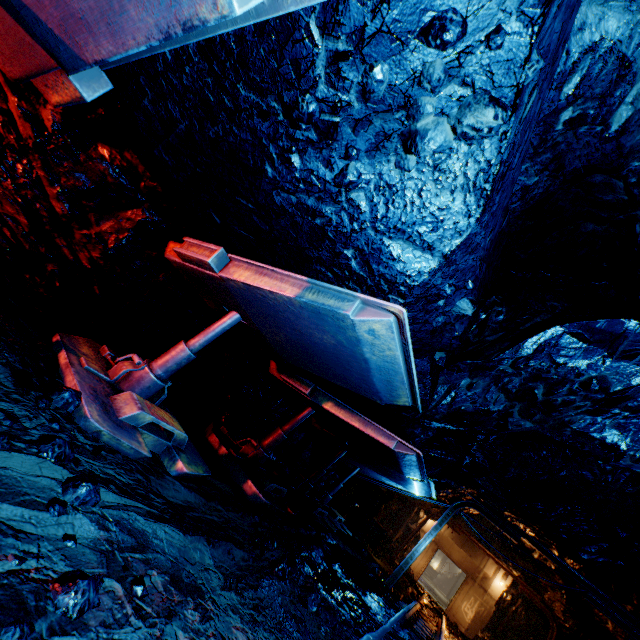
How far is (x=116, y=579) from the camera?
1.7m

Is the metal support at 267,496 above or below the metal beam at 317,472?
below

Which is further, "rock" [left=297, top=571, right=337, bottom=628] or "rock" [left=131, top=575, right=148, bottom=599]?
"rock" [left=297, top=571, right=337, bottom=628]

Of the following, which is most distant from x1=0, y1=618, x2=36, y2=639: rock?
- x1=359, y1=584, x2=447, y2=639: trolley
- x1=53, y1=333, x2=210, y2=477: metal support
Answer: x1=53, y1=333, x2=210, y2=477: metal support

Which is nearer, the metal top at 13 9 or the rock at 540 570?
the metal top at 13 9

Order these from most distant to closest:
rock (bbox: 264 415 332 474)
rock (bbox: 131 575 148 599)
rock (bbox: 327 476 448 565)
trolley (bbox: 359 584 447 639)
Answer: rock (bbox: 327 476 448 565), rock (bbox: 264 415 332 474), trolley (bbox: 359 584 447 639), rock (bbox: 131 575 148 599)

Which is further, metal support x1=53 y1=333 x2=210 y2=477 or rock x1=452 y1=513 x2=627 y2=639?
rock x1=452 y1=513 x2=627 y2=639

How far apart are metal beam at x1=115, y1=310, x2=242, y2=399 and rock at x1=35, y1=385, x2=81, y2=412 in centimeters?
95cm
